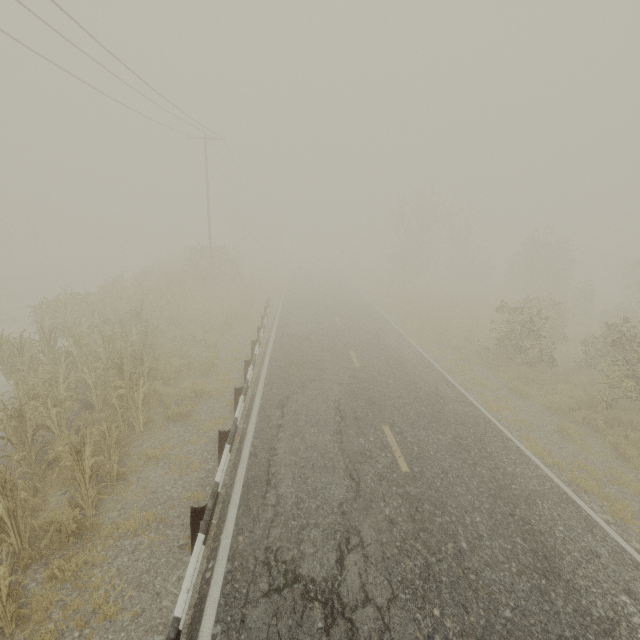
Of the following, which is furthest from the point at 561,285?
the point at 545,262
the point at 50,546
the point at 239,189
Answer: the point at 239,189

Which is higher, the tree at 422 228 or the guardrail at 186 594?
the tree at 422 228

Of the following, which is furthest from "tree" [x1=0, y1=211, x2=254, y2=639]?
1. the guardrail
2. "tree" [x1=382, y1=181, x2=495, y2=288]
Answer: "tree" [x1=382, y1=181, x2=495, y2=288]

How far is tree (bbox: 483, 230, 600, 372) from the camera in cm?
1428

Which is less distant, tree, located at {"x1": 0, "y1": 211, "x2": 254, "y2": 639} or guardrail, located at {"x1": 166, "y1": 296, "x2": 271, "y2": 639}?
guardrail, located at {"x1": 166, "y1": 296, "x2": 271, "y2": 639}

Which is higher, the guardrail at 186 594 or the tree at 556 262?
the tree at 556 262

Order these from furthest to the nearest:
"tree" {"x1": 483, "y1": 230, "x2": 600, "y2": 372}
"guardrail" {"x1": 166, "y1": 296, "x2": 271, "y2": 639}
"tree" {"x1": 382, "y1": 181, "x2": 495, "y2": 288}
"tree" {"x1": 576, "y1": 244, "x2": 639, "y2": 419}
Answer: "tree" {"x1": 382, "y1": 181, "x2": 495, "y2": 288} < "tree" {"x1": 483, "y1": 230, "x2": 600, "y2": 372} < "tree" {"x1": 576, "y1": 244, "x2": 639, "y2": 419} < "guardrail" {"x1": 166, "y1": 296, "x2": 271, "y2": 639}
